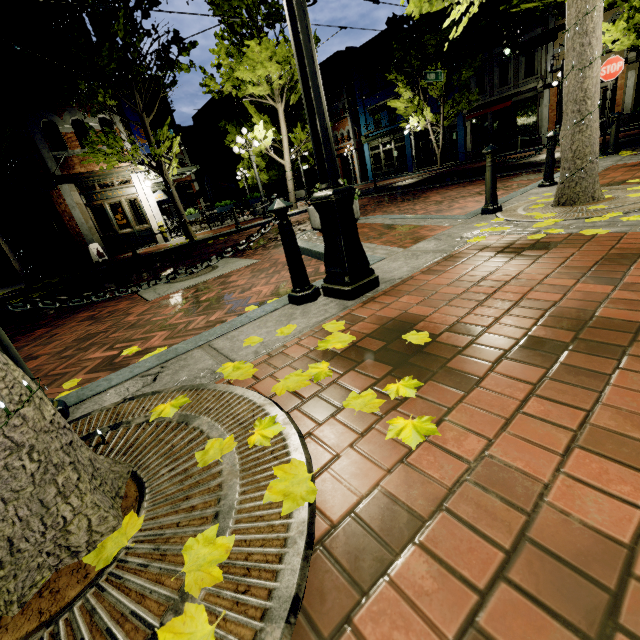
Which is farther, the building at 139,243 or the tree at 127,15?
the building at 139,243

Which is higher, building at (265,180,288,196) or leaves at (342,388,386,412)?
building at (265,180,288,196)

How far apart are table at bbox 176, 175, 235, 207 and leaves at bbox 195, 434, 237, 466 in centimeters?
2004cm

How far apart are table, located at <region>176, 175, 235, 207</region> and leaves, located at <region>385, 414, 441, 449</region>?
20.1 meters

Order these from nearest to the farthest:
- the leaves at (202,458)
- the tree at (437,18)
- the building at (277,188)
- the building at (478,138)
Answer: the leaves at (202,458) < the tree at (437,18) < the building at (478,138) < the building at (277,188)

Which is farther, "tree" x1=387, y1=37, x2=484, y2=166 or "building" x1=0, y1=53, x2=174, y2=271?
"tree" x1=387, y1=37, x2=484, y2=166

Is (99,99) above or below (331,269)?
above

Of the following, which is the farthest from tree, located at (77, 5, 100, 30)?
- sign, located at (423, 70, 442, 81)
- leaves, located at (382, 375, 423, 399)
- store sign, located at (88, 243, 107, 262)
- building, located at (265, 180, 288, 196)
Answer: building, located at (265, 180, 288, 196)
